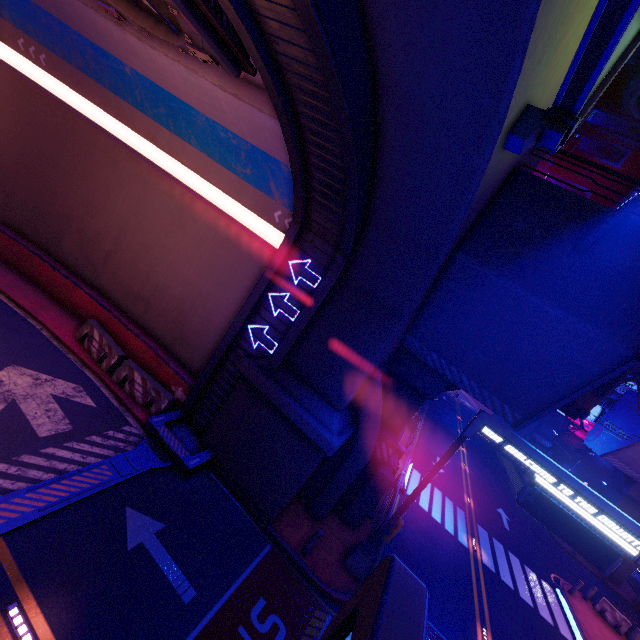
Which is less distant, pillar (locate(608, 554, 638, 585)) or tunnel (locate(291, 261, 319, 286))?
tunnel (locate(291, 261, 319, 286))

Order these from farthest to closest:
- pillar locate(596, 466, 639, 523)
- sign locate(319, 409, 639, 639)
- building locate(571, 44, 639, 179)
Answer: pillar locate(596, 466, 639, 523) < building locate(571, 44, 639, 179) < sign locate(319, 409, 639, 639)

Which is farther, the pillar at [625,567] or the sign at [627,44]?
the pillar at [625,567]

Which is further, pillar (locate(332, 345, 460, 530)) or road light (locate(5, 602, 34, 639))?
pillar (locate(332, 345, 460, 530))

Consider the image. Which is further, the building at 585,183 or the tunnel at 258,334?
the building at 585,183

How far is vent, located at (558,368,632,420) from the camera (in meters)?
9.80

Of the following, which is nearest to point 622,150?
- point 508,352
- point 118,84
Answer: point 508,352

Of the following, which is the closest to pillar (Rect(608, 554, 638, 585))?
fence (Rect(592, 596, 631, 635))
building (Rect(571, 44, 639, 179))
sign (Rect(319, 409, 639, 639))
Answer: fence (Rect(592, 596, 631, 635))
